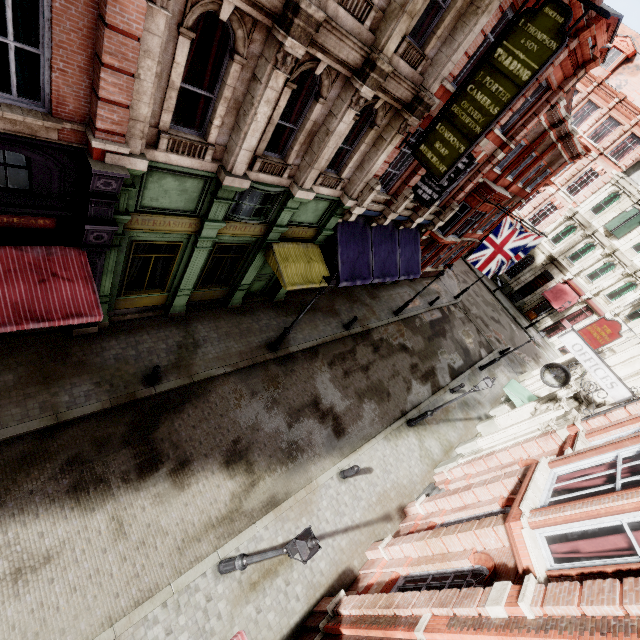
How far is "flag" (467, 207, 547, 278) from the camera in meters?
16.8

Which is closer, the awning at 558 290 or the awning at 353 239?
the awning at 353 239

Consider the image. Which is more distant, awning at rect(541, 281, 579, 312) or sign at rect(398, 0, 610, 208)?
awning at rect(541, 281, 579, 312)

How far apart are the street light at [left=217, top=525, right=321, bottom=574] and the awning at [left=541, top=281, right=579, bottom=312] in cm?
3586

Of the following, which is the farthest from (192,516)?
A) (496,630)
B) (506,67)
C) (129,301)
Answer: (506,67)

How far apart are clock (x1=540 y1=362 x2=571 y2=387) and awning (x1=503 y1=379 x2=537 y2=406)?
4.0 meters

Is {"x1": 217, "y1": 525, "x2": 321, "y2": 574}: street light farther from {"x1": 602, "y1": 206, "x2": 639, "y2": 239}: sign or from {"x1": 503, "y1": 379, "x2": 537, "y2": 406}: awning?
{"x1": 602, "y1": 206, "x2": 639, "y2": 239}: sign

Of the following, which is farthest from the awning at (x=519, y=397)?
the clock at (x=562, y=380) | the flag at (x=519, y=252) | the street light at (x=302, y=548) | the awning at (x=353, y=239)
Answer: the street light at (x=302, y=548)
